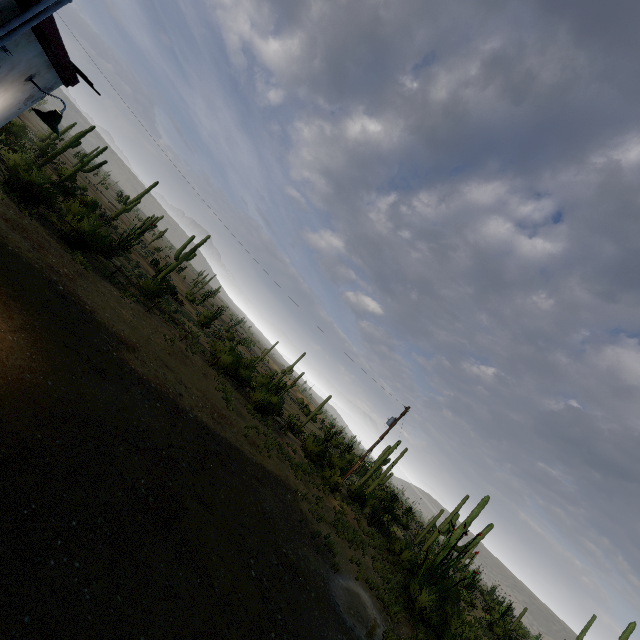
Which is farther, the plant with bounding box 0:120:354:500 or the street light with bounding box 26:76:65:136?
the plant with bounding box 0:120:354:500

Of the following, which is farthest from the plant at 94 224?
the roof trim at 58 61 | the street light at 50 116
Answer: the street light at 50 116

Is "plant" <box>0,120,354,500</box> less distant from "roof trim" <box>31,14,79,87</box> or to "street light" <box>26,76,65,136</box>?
"roof trim" <box>31,14,79,87</box>

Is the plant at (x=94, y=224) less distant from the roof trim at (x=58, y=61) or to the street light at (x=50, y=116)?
the roof trim at (x=58, y=61)

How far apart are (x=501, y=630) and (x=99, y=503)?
47.71m

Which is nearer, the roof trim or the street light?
the roof trim

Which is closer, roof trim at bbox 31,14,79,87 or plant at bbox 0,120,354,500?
roof trim at bbox 31,14,79,87

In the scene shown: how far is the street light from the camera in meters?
4.9 m
